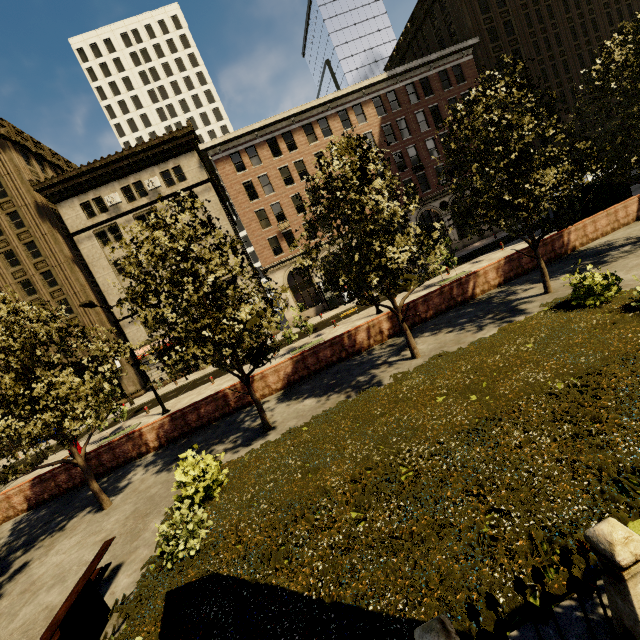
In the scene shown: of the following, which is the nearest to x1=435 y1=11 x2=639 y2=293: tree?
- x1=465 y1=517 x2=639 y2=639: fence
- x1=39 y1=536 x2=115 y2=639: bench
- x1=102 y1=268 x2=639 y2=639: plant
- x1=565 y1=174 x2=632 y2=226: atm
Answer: x1=102 y1=268 x2=639 y2=639: plant

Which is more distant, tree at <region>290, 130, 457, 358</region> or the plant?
tree at <region>290, 130, 457, 358</region>

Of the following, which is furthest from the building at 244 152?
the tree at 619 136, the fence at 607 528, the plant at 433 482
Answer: the fence at 607 528

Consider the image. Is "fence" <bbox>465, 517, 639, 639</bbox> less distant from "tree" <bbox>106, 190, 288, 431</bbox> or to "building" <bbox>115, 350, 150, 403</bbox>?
"tree" <bbox>106, 190, 288, 431</bbox>

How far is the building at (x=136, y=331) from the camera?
31.83m

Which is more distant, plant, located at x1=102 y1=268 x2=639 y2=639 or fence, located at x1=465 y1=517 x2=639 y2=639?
plant, located at x1=102 y1=268 x2=639 y2=639

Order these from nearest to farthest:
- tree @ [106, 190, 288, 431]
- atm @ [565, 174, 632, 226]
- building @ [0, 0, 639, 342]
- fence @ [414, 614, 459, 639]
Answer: fence @ [414, 614, 459, 639], tree @ [106, 190, 288, 431], atm @ [565, 174, 632, 226], building @ [0, 0, 639, 342]

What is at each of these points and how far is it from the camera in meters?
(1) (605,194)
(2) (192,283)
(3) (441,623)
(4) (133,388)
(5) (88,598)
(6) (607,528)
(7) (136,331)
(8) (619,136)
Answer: (1) atm, 16.9 m
(2) tree, 9.5 m
(3) fence, 2.6 m
(4) building, 32.9 m
(5) bench, 5.9 m
(6) fence, 2.7 m
(7) building, 32.2 m
(8) tree, 11.6 m
